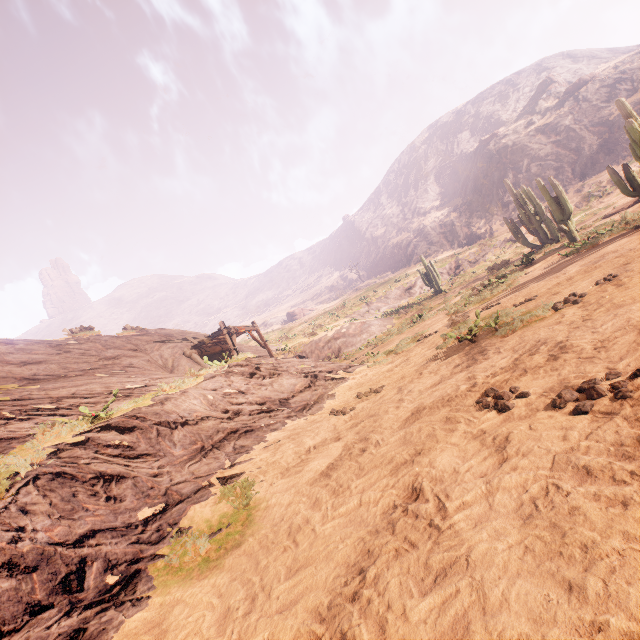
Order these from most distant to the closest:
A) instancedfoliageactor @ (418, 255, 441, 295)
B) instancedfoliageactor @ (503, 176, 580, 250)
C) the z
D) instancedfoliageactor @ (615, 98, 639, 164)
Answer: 1. instancedfoliageactor @ (418, 255, 441, 295)
2. instancedfoliageactor @ (503, 176, 580, 250)
3. instancedfoliageactor @ (615, 98, 639, 164)
4. the z

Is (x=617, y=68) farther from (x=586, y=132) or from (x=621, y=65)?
(x=586, y=132)

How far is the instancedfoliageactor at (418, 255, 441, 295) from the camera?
29.8m

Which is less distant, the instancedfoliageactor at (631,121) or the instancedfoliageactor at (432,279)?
the instancedfoliageactor at (631,121)

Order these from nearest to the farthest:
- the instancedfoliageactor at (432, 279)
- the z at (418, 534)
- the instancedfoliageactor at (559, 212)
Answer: the z at (418, 534) → the instancedfoliageactor at (559, 212) → the instancedfoliageactor at (432, 279)

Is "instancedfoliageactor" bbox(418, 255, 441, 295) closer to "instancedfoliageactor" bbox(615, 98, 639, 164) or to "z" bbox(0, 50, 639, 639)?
"z" bbox(0, 50, 639, 639)

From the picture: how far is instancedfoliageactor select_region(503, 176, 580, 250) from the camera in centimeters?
1488cm

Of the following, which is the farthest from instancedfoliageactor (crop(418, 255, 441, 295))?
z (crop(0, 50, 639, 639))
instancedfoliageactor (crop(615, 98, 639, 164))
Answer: instancedfoliageactor (crop(615, 98, 639, 164))
